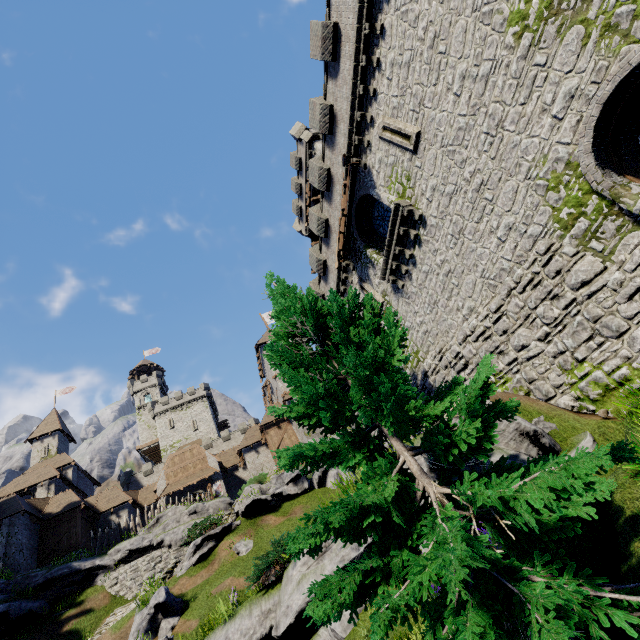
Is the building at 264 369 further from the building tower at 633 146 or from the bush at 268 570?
the bush at 268 570

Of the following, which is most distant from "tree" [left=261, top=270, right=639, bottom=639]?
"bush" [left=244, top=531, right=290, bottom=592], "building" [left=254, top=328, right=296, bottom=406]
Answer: "building" [left=254, top=328, right=296, bottom=406]

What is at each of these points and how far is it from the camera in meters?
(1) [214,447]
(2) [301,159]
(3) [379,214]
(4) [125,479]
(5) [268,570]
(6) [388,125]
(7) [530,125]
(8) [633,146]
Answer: (1) building tower, 51.9
(2) building, 32.7
(3) window glass, 17.4
(4) building tower, 47.4
(5) bush, 9.9
(6) window slit, 13.5
(7) building tower, 8.9
(8) building tower, 8.4

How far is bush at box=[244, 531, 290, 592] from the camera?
9.8 meters

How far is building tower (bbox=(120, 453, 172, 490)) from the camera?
47.31m

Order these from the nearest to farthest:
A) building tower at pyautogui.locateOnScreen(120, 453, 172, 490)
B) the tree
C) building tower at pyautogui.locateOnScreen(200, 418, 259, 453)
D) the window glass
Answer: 1. the tree
2. the window glass
3. building tower at pyautogui.locateOnScreen(120, 453, 172, 490)
4. building tower at pyautogui.locateOnScreen(200, 418, 259, 453)

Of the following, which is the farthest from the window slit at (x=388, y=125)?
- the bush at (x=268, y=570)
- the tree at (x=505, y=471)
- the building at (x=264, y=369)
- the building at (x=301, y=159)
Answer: the building at (x=264, y=369)

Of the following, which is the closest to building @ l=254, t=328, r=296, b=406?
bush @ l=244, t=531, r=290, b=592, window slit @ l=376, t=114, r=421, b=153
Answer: bush @ l=244, t=531, r=290, b=592
